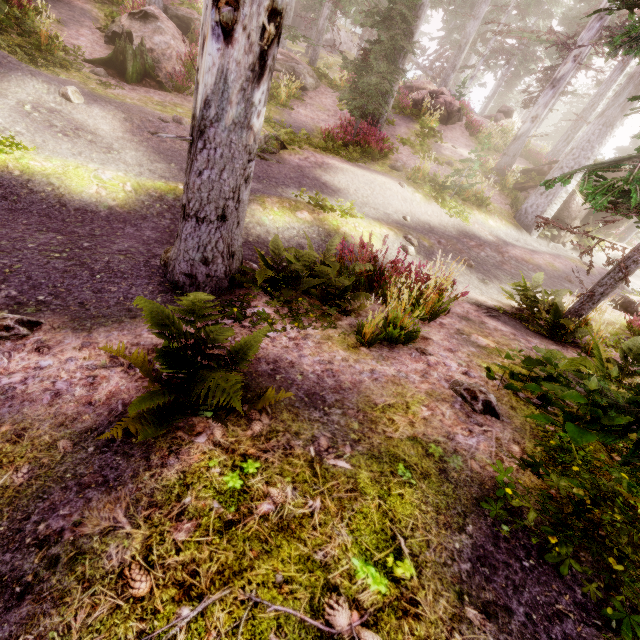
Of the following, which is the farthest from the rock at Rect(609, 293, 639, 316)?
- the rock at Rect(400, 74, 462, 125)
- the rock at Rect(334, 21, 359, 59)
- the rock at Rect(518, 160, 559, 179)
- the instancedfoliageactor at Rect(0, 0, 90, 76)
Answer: the rock at Rect(334, 21, 359, 59)

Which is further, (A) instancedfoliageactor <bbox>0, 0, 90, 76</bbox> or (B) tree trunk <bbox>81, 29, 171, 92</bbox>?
(B) tree trunk <bbox>81, 29, 171, 92</bbox>

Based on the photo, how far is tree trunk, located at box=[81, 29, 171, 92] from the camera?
10.4m

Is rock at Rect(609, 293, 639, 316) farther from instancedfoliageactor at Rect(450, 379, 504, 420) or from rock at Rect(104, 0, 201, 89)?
rock at Rect(104, 0, 201, 89)

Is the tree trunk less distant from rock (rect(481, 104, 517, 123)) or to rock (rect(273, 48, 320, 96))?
rock (rect(273, 48, 320, 96))

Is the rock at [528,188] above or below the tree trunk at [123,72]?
above

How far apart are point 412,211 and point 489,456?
10.46m

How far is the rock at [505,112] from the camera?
28.11m
